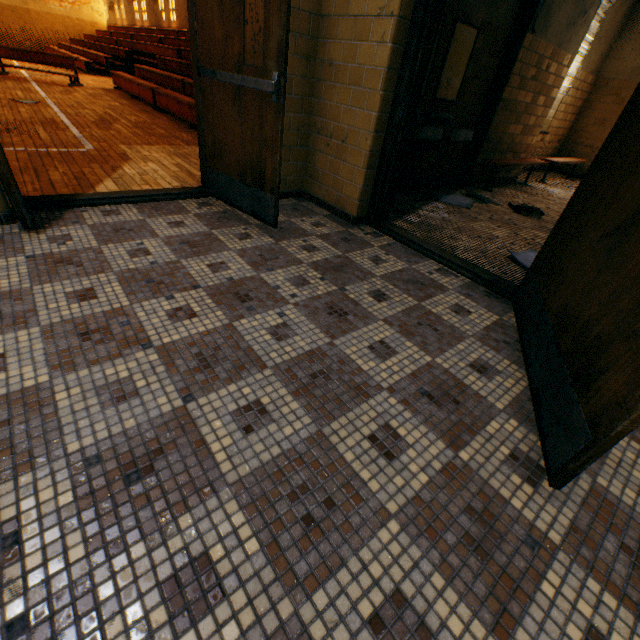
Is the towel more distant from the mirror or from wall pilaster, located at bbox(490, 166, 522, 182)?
the mirror

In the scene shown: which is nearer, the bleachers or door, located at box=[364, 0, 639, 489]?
door, located at box=[364, 0, 639, 489]

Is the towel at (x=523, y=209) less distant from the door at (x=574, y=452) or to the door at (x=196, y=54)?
the door at (x=574, y=452)

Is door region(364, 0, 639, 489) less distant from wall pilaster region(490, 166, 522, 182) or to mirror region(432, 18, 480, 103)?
mirror region(432, 18, 480, 103)

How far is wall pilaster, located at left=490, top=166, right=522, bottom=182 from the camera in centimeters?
597cm

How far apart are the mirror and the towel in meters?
1.2

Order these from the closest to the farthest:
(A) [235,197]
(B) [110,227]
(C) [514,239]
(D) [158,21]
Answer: (B) [110,227]
(A) [235,197]
(C) [514,239]
(D) [158,21]

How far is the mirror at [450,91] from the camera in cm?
387
